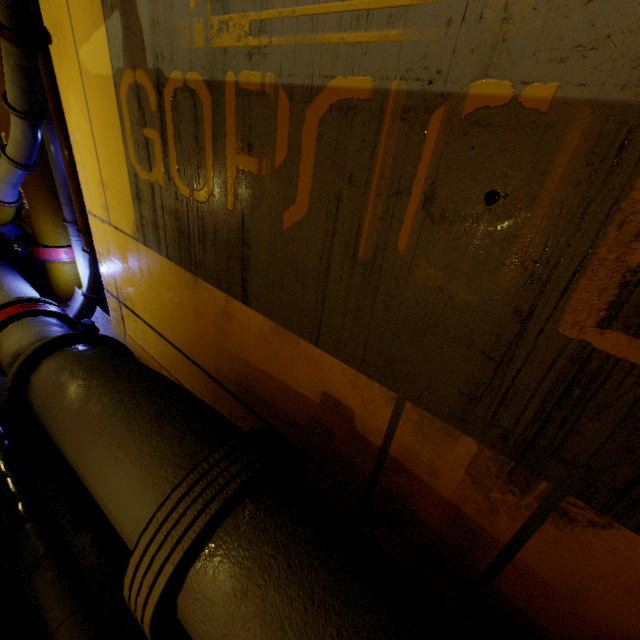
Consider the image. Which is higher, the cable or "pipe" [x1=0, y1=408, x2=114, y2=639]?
"pipe" [x1=0, y1=408, x2=114, y2=639]

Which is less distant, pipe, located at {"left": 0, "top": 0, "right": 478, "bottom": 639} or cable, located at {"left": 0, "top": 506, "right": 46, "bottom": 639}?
pipe, located at {"left": 0, "top": 0, "right": 478, "bottom": 639}

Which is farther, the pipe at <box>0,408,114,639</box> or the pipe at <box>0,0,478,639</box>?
the pipe at <box>0,408,114,639</box>

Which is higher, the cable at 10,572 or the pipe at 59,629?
the pipe at 59,629

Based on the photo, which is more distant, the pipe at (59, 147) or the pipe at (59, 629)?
the pipe at (59, 629)

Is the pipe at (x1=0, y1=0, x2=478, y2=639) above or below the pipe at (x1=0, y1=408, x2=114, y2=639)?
above

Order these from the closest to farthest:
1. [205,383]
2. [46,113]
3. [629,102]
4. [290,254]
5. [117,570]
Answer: [629,102]
[290,254]
[117,570]
[205,383]
[46,113]
